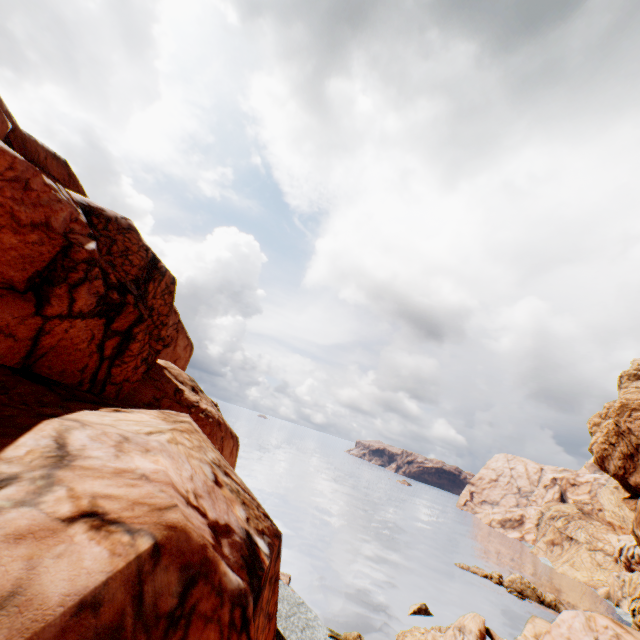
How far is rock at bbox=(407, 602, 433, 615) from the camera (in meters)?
36.67

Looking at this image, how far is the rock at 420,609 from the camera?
36.67m

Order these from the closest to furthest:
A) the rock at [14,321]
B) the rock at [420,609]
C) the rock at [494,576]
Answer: the rock at [14,321], the rock at [494,576], the rock at [420,609]

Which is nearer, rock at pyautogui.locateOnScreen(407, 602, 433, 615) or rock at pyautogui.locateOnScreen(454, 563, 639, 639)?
rock at pyautogui.locateOnScreen(454, 563, 639, 639)

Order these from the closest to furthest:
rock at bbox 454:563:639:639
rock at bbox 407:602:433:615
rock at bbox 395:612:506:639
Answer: rock at bbox 454:563:639:639, rock at bbox 395:612:506:639, rock at bbox 407:602:433:615

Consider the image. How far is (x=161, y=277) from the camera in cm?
1777

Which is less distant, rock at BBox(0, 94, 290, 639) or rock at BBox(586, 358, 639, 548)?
rock at BBox(0, 94, 290, 639)

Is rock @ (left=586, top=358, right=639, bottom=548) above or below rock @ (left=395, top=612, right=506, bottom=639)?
above
